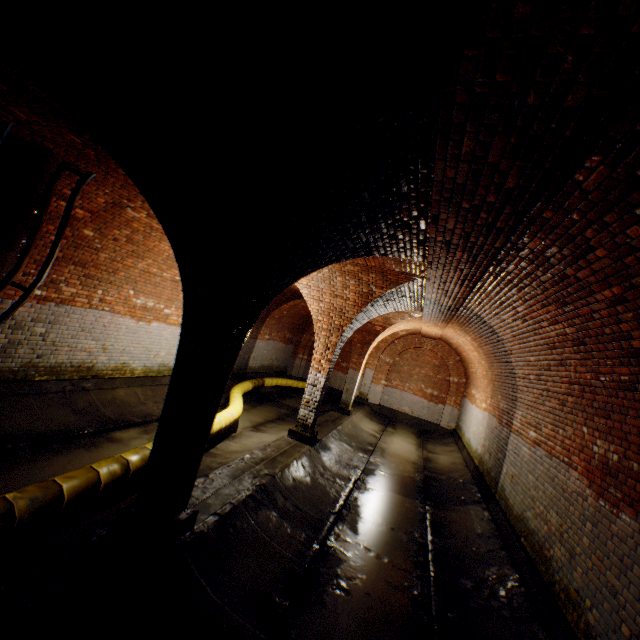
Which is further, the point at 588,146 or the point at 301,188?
the point at 301,188

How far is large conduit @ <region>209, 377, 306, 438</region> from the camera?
7.4m

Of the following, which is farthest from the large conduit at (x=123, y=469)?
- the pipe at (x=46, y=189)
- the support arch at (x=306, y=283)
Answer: the pipe at (x=46, y=189)

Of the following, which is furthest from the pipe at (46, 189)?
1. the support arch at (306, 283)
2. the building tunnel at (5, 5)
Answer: the support arch at (306, 283)

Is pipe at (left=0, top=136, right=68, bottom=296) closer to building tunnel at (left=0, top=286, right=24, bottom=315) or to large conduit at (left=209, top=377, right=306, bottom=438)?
building tunnel at (left=0, top=286, right=24, bottom=315)

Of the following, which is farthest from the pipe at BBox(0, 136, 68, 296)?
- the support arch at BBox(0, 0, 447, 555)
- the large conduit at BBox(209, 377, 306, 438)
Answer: the large conduit at BBox(209, 377, 306, 438)

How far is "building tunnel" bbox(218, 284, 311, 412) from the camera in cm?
1382
